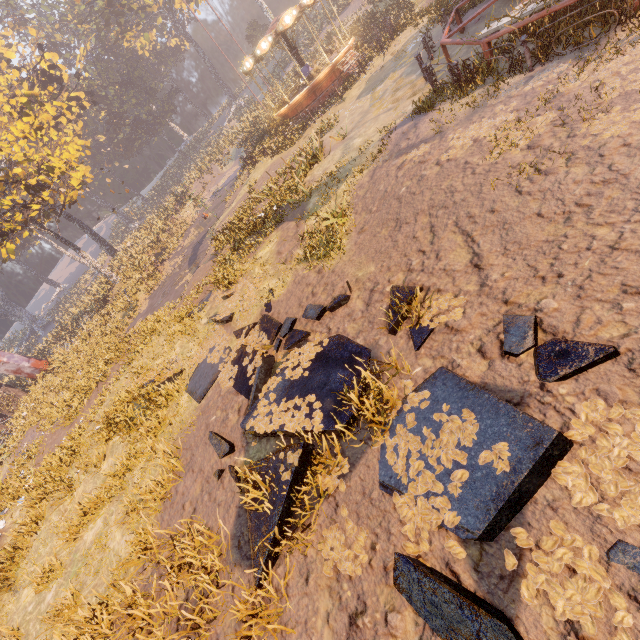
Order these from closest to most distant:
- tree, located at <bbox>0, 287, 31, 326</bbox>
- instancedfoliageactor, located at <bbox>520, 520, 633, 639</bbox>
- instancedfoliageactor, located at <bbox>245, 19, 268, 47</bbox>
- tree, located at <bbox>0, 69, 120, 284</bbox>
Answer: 1. instancedfoliageactor, located at <bbox>520, 520, 633, 639</bbox>
2. tree, located at <bbox>0, 69, 120, 284</bbox>
3. instancedfoliageactor, located at <bbox>245, 19, 268, 47</bbox>
4. tree, located at <bbox>0, 287, 31, 326</bbox>

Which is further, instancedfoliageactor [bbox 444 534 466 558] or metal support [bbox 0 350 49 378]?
metal support [bbox 0 350 49 378]

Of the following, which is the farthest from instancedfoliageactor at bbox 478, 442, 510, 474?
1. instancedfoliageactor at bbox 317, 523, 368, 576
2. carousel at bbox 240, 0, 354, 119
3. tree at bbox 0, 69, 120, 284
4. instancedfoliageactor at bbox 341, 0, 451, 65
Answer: tree at bbox 0, 69, 120, 284

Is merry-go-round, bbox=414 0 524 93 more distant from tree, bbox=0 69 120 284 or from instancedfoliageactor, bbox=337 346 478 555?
tree, bbox=0 69 120 284

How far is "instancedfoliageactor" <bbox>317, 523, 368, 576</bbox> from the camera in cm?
365

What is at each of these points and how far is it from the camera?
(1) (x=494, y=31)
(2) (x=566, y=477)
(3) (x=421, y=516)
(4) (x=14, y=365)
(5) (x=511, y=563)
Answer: (1) merry-go-round, 8.1m
(2) instancedfoliageactor, 3.0m
(3) instancedfoliageactor, 3.5m
(4) metal support, 24.1m
(5) instancedfoliageactor, 2.9m

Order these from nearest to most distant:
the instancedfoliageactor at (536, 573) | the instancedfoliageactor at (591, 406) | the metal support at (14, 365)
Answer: the instancedfoliageactor at (536, 573)
the instancedfoliageactor at (591, 406)
the metal support at (14, 365)

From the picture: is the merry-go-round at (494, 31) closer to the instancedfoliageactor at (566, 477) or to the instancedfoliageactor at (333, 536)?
the instancedfoliageactor at (566, 477)
